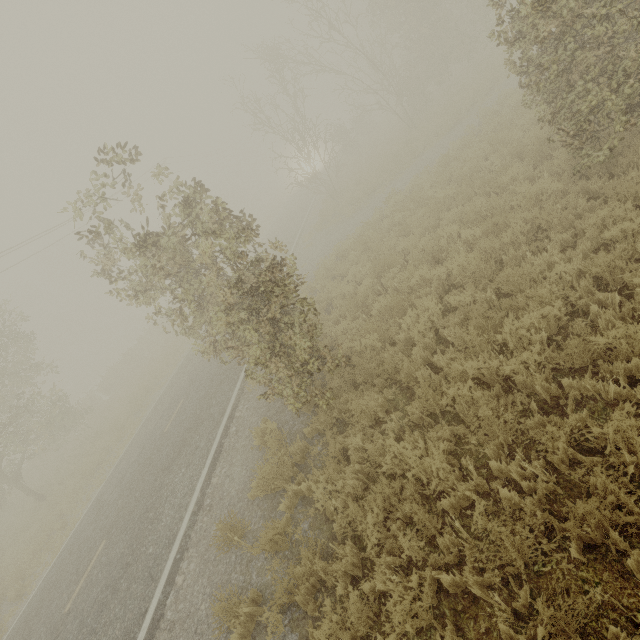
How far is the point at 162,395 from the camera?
15.67m
